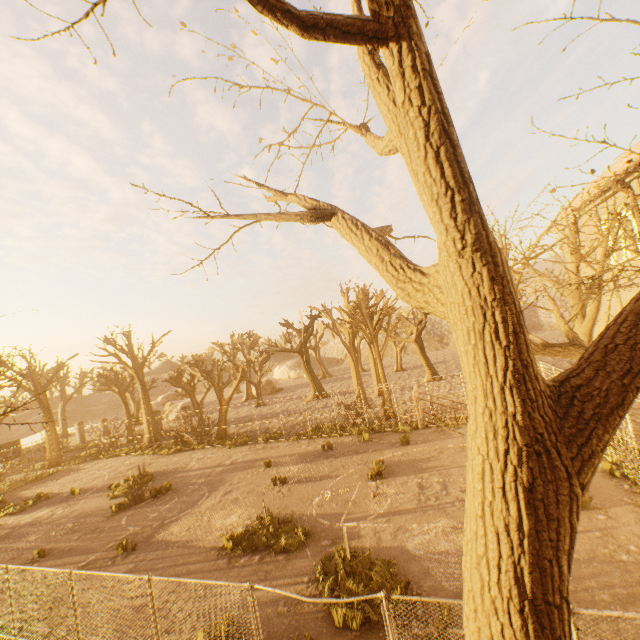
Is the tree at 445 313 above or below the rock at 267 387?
above

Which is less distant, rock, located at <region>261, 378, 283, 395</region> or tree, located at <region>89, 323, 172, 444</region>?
tree, located at <region>89, 323, 172, 444</region>

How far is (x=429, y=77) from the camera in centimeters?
209cm

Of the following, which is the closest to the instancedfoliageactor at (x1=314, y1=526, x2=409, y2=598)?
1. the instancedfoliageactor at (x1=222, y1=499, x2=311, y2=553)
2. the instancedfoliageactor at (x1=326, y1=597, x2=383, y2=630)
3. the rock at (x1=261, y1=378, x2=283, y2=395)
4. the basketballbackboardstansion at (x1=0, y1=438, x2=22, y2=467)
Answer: the instancedfoliageactor at (x1=326, y1=597, x2=383, y2=630)

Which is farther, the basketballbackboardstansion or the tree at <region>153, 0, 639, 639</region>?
the basketballbackboardstansion

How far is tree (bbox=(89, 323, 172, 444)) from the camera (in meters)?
30.67

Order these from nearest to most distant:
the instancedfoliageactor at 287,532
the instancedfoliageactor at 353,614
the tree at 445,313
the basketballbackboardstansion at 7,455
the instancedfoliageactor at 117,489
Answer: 1. the tree at 445,313
2. the instancedfoliageactor at 353,614
3. the instancedfoliageactor at 287,532
4. the instancedfoliageactor at 117,489
5. the basketballbackboardstansion at 7,455

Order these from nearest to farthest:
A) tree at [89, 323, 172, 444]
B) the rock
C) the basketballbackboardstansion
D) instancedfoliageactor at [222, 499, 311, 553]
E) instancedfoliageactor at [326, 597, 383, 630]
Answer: instancedfoliageactor at [326, 597, 383, 630], instancedfoliageactor at [222, 499, 311, 553], the basketballbackboardstansion, tree at [89, 323, 172, 444], the rock
